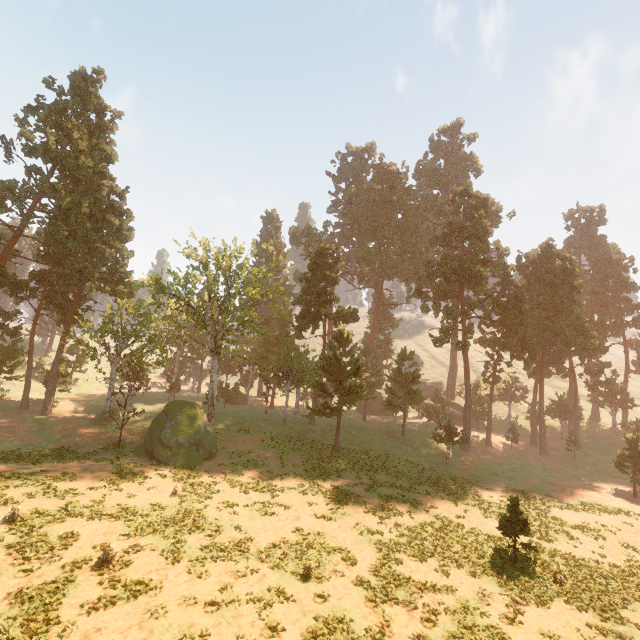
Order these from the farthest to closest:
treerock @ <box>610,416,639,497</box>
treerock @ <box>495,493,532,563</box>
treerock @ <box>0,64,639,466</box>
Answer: treerock @ <box>0,64,639,466</box> < treerock @ <box>610,416,639,497</box> < treerock @ <box>495,493,532,563</box>

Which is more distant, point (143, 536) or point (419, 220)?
point (419, 220)

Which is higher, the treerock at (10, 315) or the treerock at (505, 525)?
the treerock at (10, 315)

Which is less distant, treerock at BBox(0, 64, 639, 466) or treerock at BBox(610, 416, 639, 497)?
treerock at BBox(610, 416, 639, 497)

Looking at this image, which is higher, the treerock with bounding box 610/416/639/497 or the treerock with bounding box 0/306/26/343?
the treerock with bounding box 0/306/26/343

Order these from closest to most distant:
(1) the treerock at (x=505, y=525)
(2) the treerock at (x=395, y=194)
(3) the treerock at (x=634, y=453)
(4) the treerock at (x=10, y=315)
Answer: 1. (1) the treerock at (x=505, y=525)
2. (3) the treerock at (x=634, y=453)
3. (2) the treerock at (x=395, y=194)
4. (4) the treerock at (x=10, y=315)
